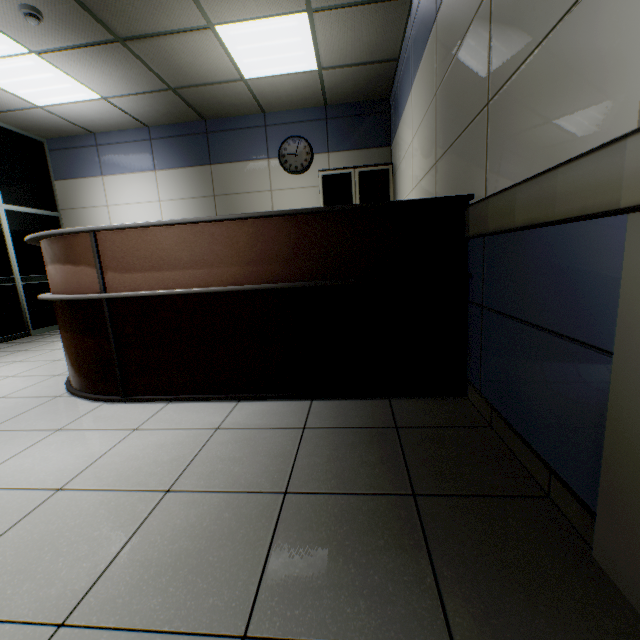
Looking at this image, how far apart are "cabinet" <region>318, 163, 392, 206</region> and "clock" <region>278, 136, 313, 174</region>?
0.3 meters

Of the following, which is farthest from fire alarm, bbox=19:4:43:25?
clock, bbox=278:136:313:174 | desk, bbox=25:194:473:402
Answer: clock, bbox=278:136:313:174

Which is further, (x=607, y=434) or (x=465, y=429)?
(x=465, y=429)

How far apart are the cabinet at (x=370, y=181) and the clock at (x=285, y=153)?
0.27m

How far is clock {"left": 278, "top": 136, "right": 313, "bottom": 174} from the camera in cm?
515

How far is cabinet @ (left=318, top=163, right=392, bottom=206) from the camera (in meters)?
4.68

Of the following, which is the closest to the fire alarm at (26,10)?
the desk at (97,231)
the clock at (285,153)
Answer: the desk at (97,231)

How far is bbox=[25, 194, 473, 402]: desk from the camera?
1.9m
